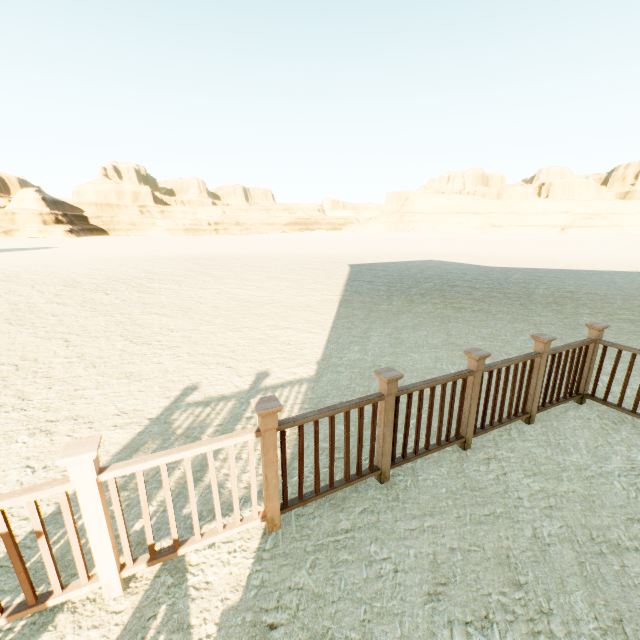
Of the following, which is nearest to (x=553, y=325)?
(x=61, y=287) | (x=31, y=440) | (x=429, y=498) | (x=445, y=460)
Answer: (x=445, y=460)
